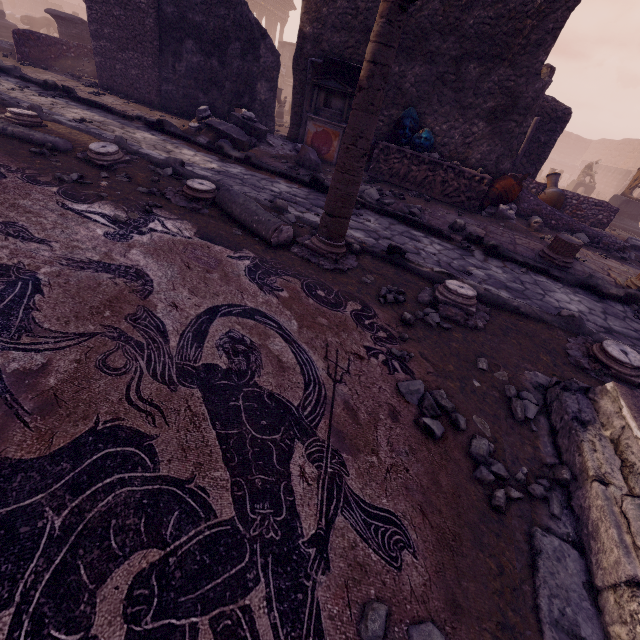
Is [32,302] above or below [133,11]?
below

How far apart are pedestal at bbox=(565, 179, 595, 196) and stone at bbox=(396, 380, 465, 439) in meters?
23.3

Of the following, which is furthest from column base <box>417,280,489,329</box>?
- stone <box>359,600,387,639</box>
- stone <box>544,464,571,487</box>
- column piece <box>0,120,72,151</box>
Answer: column piece <box>0,120,72,151</box>

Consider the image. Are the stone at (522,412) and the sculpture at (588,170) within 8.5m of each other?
no

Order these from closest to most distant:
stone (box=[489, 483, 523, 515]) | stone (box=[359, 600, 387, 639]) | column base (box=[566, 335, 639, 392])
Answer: stone (box=[359, 600, 387, 639]), stone (box=[489, 483, 523, 515]), column base (box=[566, 335, 639, 392])

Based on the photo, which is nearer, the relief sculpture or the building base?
the building base

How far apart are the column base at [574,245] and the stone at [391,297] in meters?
4.1 m

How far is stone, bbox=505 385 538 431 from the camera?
2.3m
